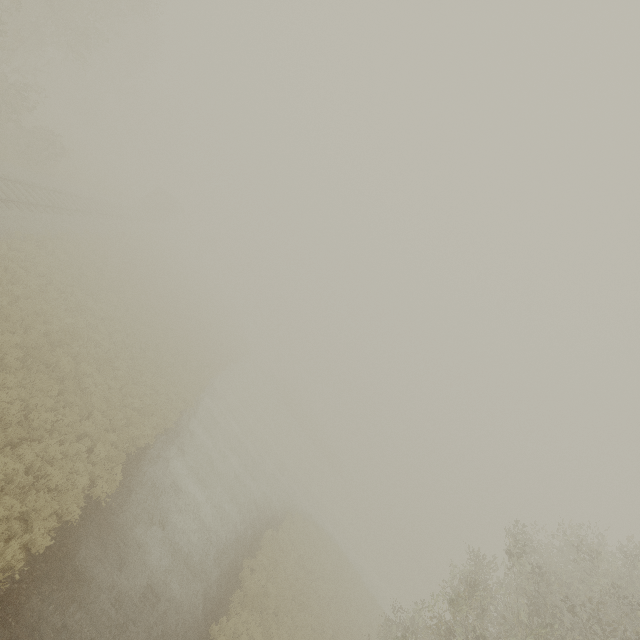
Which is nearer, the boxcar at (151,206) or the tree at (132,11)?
the tree at (132,11)

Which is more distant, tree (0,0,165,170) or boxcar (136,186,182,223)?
boxcar (136,186,182,223)

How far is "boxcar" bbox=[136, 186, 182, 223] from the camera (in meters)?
46.28

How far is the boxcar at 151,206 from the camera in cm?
4628

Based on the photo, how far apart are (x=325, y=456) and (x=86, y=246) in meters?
48.7
